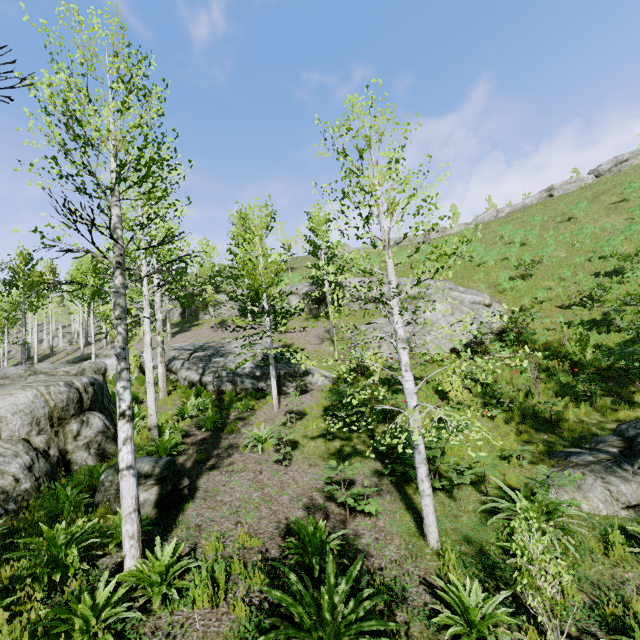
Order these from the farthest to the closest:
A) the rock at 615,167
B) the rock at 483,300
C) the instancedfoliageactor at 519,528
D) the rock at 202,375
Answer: the rock at 615,167 < the rock at 483,300 < the rock at 202,375 < the instancedfoliageactor at 519,528

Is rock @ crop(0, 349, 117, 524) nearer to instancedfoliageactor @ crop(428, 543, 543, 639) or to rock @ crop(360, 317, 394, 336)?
instancedfoliageactor @ crop(428, 543, 543, 639)

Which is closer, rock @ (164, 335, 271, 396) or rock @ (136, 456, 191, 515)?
rock @ (136, 456, 191, 515)

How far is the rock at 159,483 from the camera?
6.5m

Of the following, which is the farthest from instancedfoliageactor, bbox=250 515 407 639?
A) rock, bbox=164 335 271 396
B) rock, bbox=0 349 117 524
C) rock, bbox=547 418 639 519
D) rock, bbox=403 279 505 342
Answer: rock, bbox=403 279 505 342

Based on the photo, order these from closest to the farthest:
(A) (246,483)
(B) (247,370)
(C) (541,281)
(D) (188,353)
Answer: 1. (A) (246,483)
2. (B) (247,370)
3. (D) (188,353)
4. (C) (541,281)

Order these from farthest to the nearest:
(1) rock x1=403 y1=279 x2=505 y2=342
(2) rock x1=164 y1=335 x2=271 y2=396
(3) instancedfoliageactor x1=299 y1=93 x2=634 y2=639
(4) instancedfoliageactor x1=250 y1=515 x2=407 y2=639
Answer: (1) rock x1=403 y1=279 x2=505 y2=342, (2) rock x1=164 y1=335 x2=271 y2=396, (3) instancedfoliageactor x1=299 y1=93 x2=634 y2=639, (4) instancedfoliageactor x1=250 y1=515 x2=407 y2=639

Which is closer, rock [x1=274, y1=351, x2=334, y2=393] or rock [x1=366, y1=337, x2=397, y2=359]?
rock [x1=274, y1=351, x2=334, y2=393]
